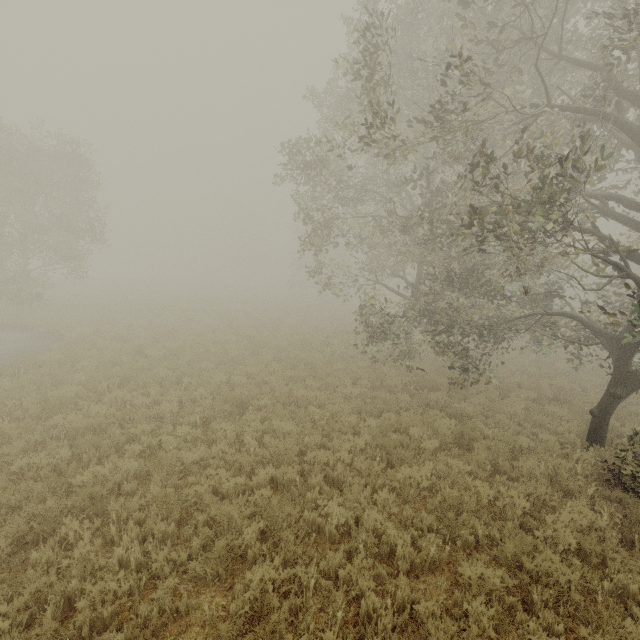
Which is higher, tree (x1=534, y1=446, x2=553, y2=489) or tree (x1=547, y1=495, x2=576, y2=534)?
tree (x1=547, y1=495, x2=576, y2=534)

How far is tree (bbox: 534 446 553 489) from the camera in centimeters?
717cm

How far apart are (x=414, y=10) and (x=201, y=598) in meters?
15.2

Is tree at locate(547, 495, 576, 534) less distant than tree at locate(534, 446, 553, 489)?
Yes

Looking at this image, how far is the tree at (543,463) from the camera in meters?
7.2
